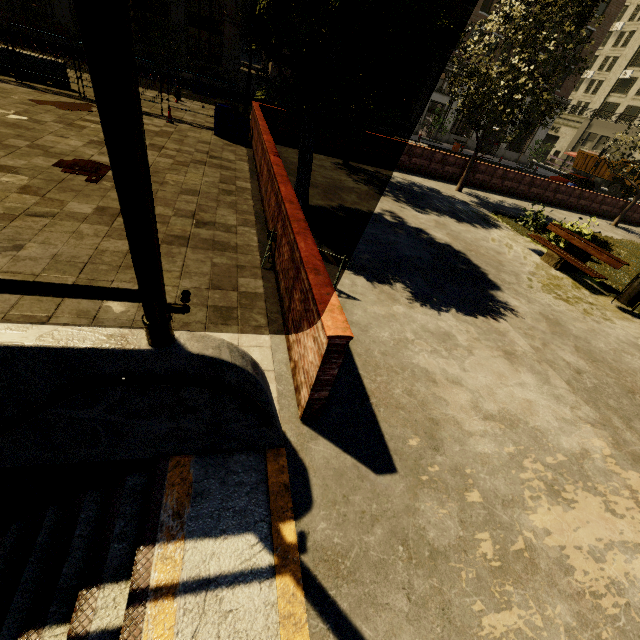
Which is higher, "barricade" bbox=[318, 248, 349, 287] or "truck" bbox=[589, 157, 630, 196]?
"truck" bbox=[589, 157, 630, 196]

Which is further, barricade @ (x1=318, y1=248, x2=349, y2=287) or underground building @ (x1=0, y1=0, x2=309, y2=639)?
barricade @ (x1=318, y1=248, x2=349, y2=287)

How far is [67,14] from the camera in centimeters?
2423cm

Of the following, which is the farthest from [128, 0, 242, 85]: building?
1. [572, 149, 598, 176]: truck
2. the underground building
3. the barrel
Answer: the underground building

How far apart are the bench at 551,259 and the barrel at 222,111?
10.7 meters

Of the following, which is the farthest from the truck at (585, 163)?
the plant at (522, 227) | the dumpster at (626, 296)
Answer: the dumpster at (626, 296)

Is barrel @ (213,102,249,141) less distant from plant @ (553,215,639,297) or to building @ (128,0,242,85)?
plant @ (553,215,639,297)

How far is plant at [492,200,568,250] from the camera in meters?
11.4 m
